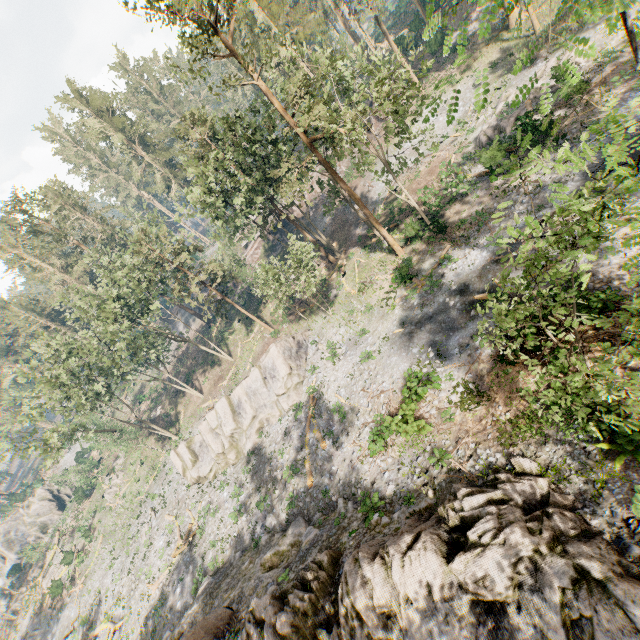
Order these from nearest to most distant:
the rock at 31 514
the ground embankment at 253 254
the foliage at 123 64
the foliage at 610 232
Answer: the foliage at 610 232 → the ground embankment at 253 254 → the foliage at 123 64 → the rock at 31 514

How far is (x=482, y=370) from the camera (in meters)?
17.89

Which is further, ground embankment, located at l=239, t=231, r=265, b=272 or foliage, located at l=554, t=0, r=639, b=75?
ground embankment, located at l=239, t=231, r=265, b=272

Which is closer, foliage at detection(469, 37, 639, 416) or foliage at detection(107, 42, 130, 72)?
foliage at detection(469, 37, 639, 416)

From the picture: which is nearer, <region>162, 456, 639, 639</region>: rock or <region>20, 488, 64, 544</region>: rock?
<region>162, 456, 639, 639</region>: rock

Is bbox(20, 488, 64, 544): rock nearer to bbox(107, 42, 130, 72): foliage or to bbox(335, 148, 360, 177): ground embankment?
bbox(107, 42, 130, 72): foliage

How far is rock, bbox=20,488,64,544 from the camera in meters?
58.3 m

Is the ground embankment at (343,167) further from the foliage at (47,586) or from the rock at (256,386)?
the rock at (256,386)
